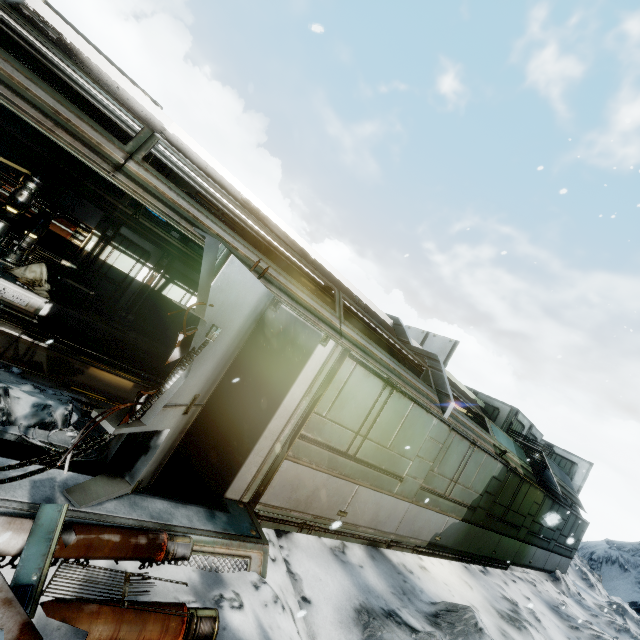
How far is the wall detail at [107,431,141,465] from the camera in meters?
3.8

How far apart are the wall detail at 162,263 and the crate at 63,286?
0.9m

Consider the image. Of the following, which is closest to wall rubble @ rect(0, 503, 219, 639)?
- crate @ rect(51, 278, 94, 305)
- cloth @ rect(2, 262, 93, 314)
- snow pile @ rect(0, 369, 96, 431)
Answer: snow pile @ rect(0, 369, 96, 431)

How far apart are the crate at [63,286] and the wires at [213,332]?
7.8 meters

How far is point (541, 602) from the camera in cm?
977

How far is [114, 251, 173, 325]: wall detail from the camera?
10.24m

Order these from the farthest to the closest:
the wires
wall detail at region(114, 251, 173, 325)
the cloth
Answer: wall detail at region(114, 251, 173, 325)
the cloth
the wires

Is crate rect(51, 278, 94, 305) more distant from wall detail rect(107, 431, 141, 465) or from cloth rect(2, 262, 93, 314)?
wall detail rect(107, 431, 141, 465)
